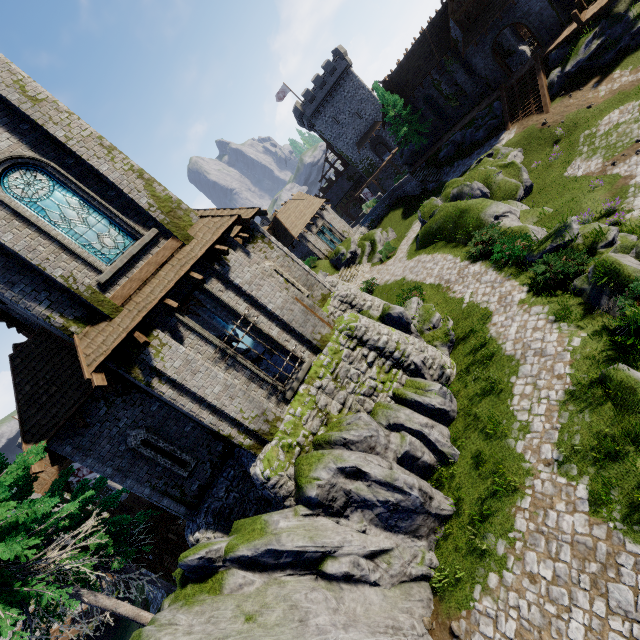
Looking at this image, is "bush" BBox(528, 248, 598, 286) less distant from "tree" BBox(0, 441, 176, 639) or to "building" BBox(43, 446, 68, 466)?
"building" BBox(43, 446, 68, 466)

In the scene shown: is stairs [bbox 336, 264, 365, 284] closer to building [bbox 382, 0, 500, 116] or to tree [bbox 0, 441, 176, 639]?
tree [bbox 0, 441, 176, 639]

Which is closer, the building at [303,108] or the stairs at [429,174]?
the stairs at [429,174]

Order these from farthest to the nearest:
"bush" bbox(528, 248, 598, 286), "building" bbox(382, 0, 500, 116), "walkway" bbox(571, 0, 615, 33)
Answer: "building" bbox(382, 0, 500, 116) → "walkway" bbox(571, 0, 615, 33) → "bush" bbox(528, 248, 598, 286)

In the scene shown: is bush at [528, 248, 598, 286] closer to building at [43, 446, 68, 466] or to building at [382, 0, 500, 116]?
building at [43, 446, 68, 466]

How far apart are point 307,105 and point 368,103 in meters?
10.2 m

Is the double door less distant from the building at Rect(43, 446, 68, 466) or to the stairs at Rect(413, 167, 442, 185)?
the stairs at Rect(413, 167, 442, 185)

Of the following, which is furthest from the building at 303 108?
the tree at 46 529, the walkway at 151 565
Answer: the tree at 46 529
